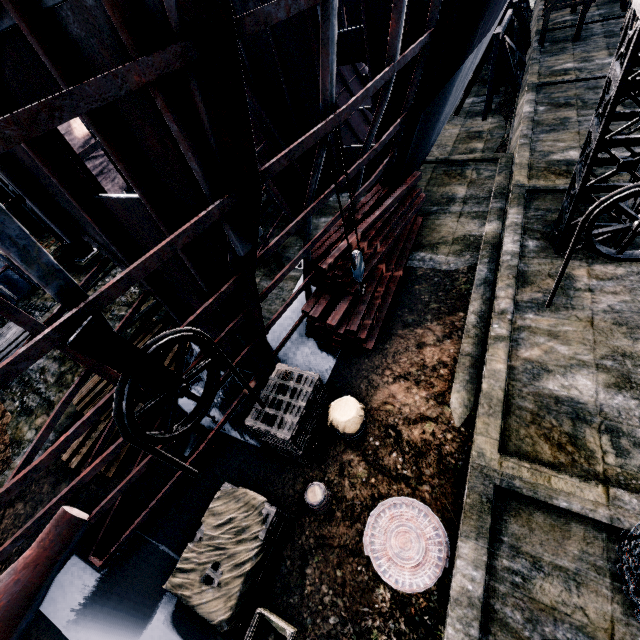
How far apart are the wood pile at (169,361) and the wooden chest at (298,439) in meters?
4.5 m

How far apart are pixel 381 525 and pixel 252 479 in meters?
3.5 m

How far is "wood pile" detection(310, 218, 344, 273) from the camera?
10.43m

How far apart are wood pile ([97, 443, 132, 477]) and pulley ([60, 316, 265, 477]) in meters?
5.3 m

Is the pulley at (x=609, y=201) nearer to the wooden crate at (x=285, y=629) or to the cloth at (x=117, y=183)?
the wooden crate at (x=285, y=629)

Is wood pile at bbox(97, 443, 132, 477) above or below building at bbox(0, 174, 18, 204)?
below

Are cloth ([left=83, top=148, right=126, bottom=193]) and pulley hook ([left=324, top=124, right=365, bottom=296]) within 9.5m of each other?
no

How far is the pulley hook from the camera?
6.52m
